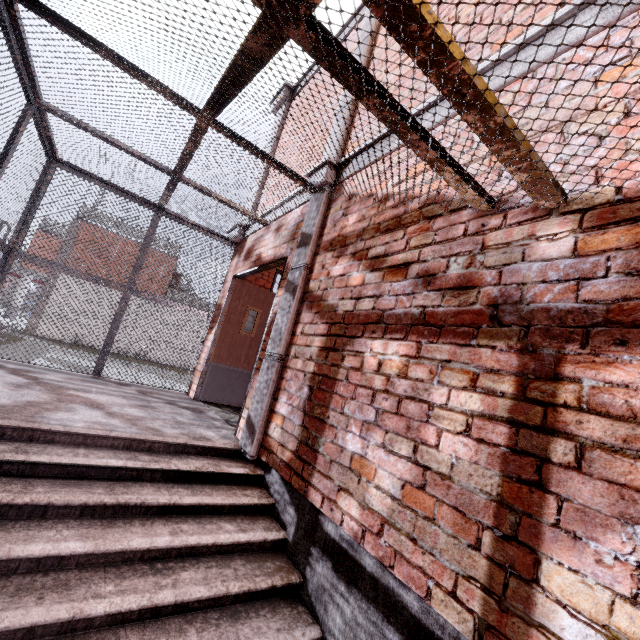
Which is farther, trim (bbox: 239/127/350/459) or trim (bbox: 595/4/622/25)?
trim (bbox: 239/127/350/459)

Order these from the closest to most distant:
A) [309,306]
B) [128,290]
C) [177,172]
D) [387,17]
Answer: [387,17]
[309,306]
[177,172]
[128,290]

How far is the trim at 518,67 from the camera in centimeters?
195cm

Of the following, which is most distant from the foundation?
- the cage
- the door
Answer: the door

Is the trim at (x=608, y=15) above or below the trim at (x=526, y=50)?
below

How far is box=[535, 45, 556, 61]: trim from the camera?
1.83m

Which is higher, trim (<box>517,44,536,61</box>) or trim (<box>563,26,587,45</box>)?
trim (<box>517,44,536,61</box>)

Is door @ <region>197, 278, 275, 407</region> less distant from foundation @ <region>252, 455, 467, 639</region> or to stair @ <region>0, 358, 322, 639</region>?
stair @ <region>0, 358, 322, 639</region>
